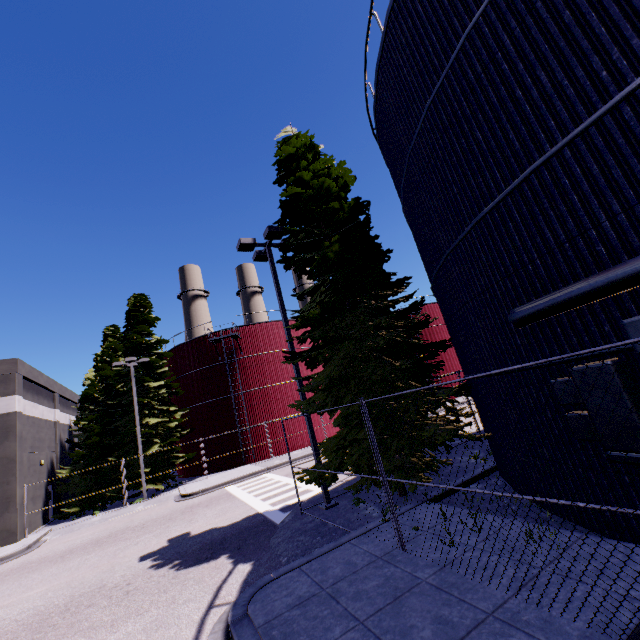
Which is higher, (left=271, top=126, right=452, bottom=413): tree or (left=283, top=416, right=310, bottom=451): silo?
(left=271, top=126, right=452, bottom=413): tree

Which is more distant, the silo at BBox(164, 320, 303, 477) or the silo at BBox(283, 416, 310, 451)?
the silo at BBox(283, 416, 310, 451)

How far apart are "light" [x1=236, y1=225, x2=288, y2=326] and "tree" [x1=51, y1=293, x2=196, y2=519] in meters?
20.6

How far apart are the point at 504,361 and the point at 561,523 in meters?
3.7

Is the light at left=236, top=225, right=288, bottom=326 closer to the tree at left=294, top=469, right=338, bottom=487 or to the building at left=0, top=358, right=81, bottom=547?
the tree at left=294, top=469, right=338, bottom=487

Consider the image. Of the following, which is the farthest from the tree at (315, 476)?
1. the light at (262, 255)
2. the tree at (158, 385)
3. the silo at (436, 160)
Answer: the tree at (158, 385)

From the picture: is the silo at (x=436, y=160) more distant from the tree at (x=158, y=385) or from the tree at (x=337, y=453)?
the tree at (x=158, y=385)

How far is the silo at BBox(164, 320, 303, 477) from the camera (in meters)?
27.94
